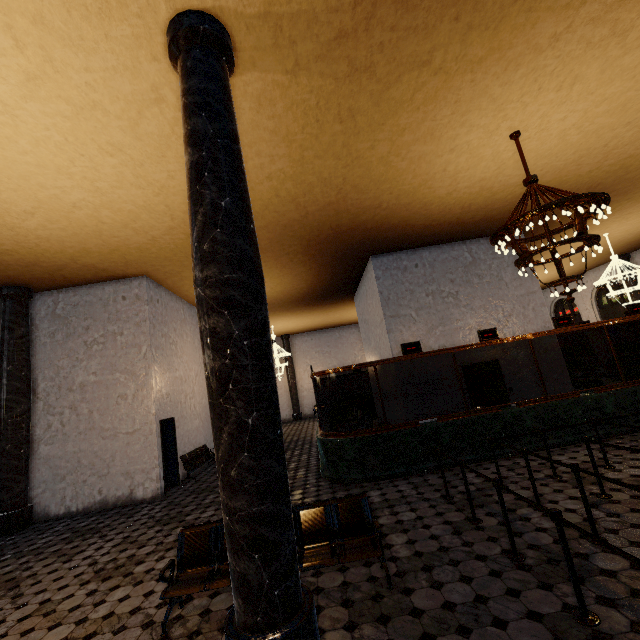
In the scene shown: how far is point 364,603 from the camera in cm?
344
